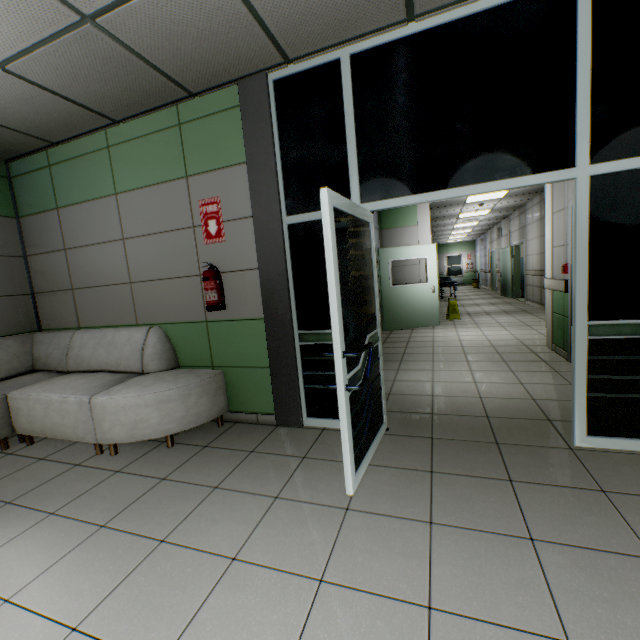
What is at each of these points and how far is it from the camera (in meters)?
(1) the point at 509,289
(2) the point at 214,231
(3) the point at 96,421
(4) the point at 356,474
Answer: (1) door, 12.83
(2) sign, 3.25
(3) sofa, 2.90
(4) doorway, 2.22

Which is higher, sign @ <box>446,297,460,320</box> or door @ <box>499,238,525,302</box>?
door @ <box>499,238,525,302</box>

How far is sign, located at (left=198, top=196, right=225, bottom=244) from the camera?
3.2m

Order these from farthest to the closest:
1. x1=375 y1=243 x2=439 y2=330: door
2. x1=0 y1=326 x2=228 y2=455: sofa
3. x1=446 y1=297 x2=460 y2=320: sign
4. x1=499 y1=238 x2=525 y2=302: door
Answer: x1=499 y1=238 x2=525 y2=302: door → x1=446 y1=297 x2=460 y2=320: sign → x1=375 y1=243 x2=439 y2=330: door → x1=0 y1=326 x2=228 y2=455: sofa

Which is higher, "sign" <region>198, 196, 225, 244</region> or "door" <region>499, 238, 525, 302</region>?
"sign" <region>198, 196, 225, 244</region>

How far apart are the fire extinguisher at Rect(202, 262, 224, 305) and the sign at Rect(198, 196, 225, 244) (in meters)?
0.20

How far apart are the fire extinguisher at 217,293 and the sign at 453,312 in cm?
724

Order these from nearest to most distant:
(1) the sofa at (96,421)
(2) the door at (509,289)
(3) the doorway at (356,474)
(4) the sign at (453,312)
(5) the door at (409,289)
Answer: (3) the doorway at (356,474), (1) the sofa at (96,421), (5) the door at (409,289), (4) the sign at (453,312), (2) the door at (509,289)
